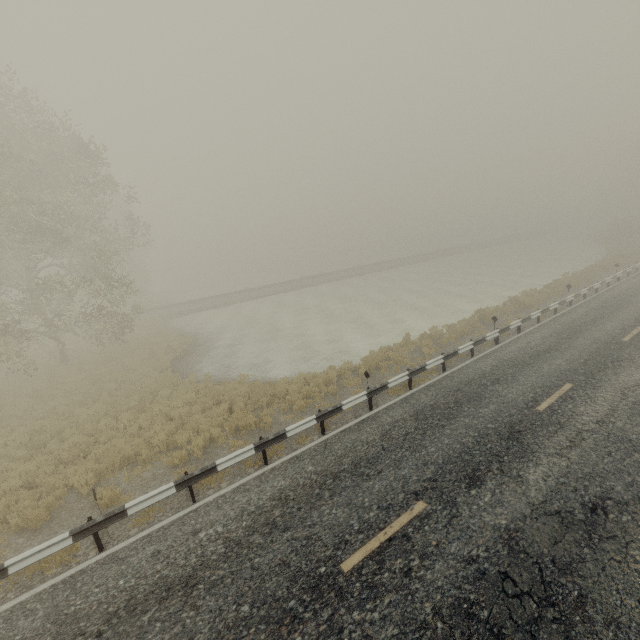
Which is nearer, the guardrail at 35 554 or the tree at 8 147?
the guardrail at 35 554

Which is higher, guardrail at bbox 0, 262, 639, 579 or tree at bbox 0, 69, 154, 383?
tree at bbox 0, 69, 154, 383

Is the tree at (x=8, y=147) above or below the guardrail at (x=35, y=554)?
above

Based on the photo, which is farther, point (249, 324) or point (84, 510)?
point (249, 324)

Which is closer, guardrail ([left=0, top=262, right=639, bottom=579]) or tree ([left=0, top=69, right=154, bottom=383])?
guardrail ([left=0, top=262, right=639, bottom=579])
